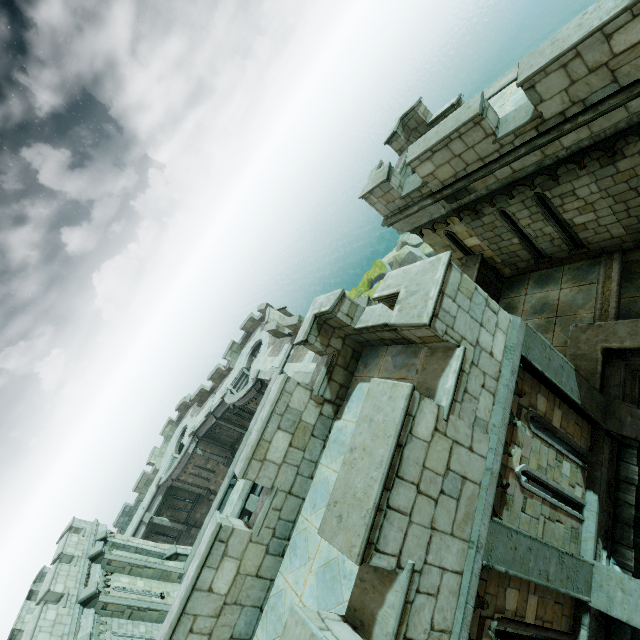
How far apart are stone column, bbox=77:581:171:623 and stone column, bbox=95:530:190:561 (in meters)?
5.44

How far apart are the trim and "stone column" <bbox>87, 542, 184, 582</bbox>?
23.6m

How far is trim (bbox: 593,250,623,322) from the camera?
8.37m

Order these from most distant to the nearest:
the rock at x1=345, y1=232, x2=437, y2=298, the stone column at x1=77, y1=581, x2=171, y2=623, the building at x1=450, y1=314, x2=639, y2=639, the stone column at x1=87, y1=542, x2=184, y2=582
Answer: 1. the rock at x1=345, y1=232, x2=437, y2=298
2. the stone column at x1=87, y1=542, x2=184, y2=582
3. the stone column at x1=77, y1=581, x2=171, y2=623
4. the building at x1=450, y1=314, x2=639, y2=639

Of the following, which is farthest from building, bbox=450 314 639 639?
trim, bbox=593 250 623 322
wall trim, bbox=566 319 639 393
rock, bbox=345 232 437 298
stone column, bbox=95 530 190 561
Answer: rock, bbox=345 232 437 298

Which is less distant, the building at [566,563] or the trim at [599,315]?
the building at [566,563]

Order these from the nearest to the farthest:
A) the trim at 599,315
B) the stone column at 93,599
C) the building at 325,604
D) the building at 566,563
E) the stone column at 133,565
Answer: the building at 566,563, the building at 325,604, the trim at 599,315, the stone column at 93,599, the stone column at 133,565

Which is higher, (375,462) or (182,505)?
(375,462)
